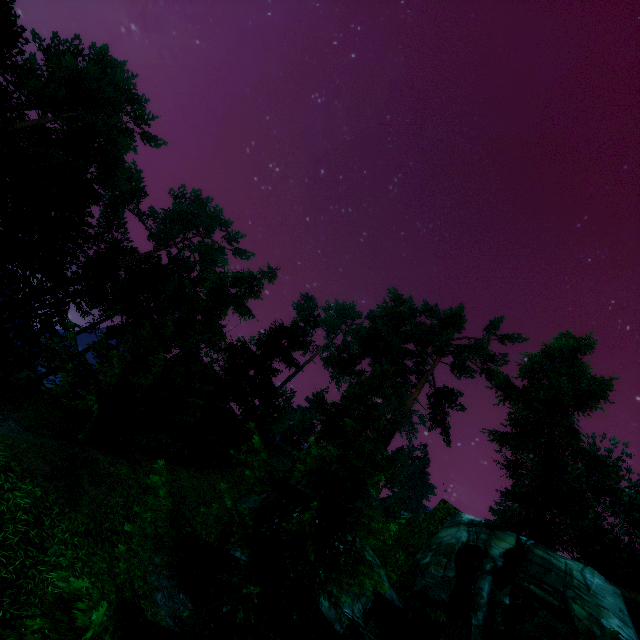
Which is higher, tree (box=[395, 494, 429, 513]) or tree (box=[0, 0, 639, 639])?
tree (box=[395, 494, 429, 513])

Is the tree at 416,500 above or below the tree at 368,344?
above

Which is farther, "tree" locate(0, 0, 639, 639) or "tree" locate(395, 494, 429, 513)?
"tree" locate(395, 494, 429, 513)

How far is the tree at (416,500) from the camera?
57.8m

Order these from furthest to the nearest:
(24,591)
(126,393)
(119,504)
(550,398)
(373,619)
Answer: (550,398)
(126,393)
(373,619)
(119,504)
(24,591)

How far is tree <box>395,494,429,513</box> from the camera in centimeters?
5778cm
